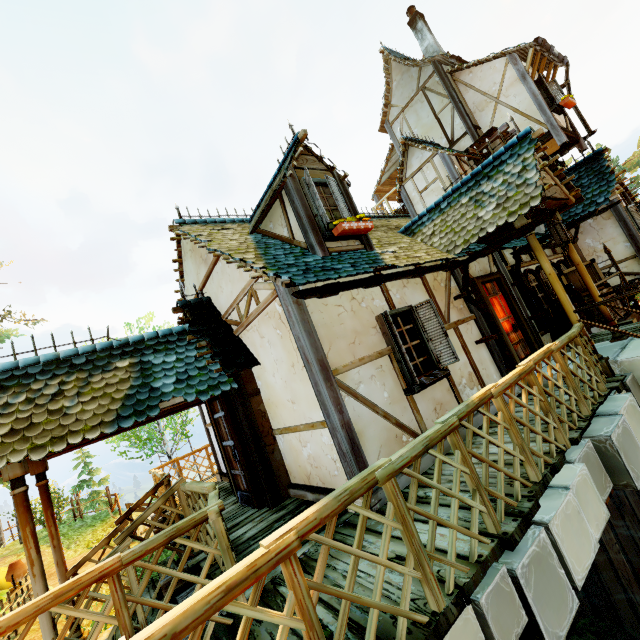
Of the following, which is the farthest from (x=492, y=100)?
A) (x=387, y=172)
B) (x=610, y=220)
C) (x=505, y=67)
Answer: (x=610, y=220)

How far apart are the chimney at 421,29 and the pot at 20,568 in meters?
20.6 m

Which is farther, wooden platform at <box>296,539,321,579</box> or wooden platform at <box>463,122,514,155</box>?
wooden platform at <box>463,122,514,155</box>

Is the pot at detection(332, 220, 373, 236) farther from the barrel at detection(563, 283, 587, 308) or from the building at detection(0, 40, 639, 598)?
the barrel at detection(563, 283, 587, 308)

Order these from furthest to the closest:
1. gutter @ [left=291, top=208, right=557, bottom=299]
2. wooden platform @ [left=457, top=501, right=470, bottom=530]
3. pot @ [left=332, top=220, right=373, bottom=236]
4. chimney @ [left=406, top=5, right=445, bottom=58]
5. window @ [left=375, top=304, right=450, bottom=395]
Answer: chimney @ [left=406, top=5, right=445, bottom=58], pot @ [left=332, top=220, right=373, bottom=236], window @ [left=375, top=304, right=450, bottom=395], gutter @ [left=291, top=208, right=557, bottom=299], wooden platform @ [left=457, top=501, right=470, bottom=530]

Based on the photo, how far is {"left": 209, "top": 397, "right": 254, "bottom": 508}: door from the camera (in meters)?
5.94

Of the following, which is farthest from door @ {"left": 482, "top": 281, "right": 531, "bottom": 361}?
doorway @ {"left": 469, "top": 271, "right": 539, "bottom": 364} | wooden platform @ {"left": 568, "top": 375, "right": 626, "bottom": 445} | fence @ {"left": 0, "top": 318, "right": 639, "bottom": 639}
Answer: fence @ {"left": 0, "top": 318, "right": 639, "bottom": 639}

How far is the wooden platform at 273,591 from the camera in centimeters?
282cm
